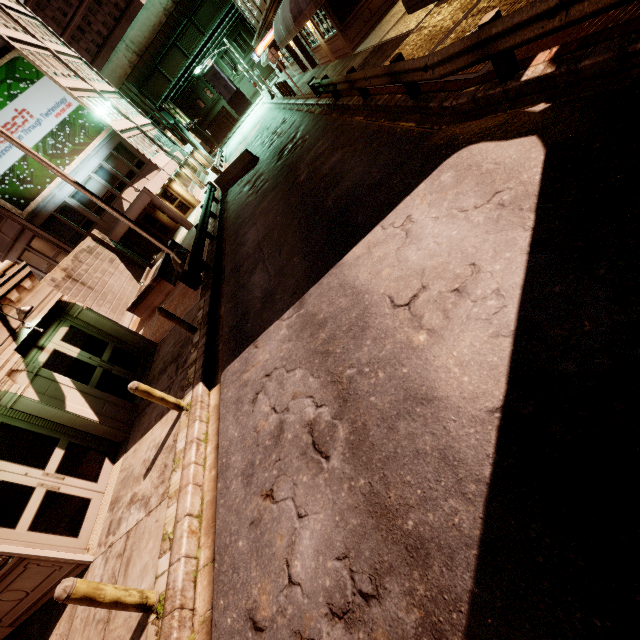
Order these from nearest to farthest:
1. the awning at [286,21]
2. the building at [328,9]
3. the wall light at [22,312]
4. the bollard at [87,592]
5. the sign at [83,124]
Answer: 1. the bollard at [87,592]
2. the wall light at [22,312]
3. the awning at [286,21]
4. the building at [328,9]
5. the sign at [83,124]

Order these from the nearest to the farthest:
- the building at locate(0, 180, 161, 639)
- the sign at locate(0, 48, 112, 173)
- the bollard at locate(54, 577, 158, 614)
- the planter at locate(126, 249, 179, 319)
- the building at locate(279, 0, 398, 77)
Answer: the bollard at locate(54, 577, 158, 614), the building at locate(0, 180, 161, 639), the planter at locate(126, 249, 179, 319), the building at locate(279, 0, 398, 77), the sign at locate(0, 48, 112, 173)

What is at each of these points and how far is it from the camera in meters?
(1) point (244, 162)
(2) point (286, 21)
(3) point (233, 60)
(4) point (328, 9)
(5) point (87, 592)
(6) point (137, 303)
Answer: (1) barrier, 20.0 m
(2) awning, 16.8 m
(3) building, 56.1 m
(4) building, 15.8 m
(5) bollard, 3.9 m
(6) planter, 15.6 m

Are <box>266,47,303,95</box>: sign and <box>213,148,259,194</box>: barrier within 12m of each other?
yes

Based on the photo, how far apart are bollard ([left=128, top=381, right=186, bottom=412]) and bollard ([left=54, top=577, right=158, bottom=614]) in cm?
318

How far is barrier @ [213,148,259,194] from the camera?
19.7m

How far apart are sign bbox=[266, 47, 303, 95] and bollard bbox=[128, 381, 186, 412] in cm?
2175

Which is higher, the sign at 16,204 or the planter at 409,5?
the sign at 16,204
